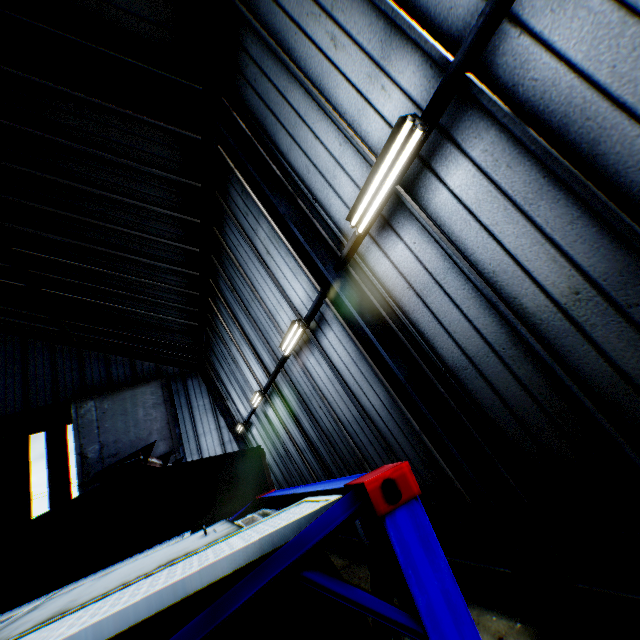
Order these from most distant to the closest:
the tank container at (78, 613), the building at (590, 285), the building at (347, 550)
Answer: the building at (347, 550) < the building at (590, 285) < the tank container at (78, 613)

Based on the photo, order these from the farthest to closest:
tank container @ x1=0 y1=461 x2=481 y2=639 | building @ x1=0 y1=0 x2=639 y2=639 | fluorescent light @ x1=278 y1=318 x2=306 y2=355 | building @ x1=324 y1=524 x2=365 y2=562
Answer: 1. building @ x1=324 y1=524 x2=365 y2=562
2. fluorescent light @ x1=278 y1=318 x2=306 y2=355
3. building @ x1=0 y1=0 x2=639 y2=639
4. tank container @ x1=0 y1=461 x2=481 y2=639

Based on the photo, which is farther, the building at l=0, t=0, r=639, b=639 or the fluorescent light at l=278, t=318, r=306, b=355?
the fluorescent light at l=278, t=318, r=306, b=355

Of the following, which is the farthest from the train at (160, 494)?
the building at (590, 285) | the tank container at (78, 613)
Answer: the building at (590, 285)

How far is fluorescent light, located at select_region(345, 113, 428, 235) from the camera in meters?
3.6 m

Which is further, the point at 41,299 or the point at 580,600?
the point at 41,299

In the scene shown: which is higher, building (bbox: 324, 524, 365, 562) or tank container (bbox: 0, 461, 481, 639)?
tank container (bbox: 0, 461, 481, 639)

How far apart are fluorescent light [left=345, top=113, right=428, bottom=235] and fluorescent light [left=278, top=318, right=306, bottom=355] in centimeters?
307cm
